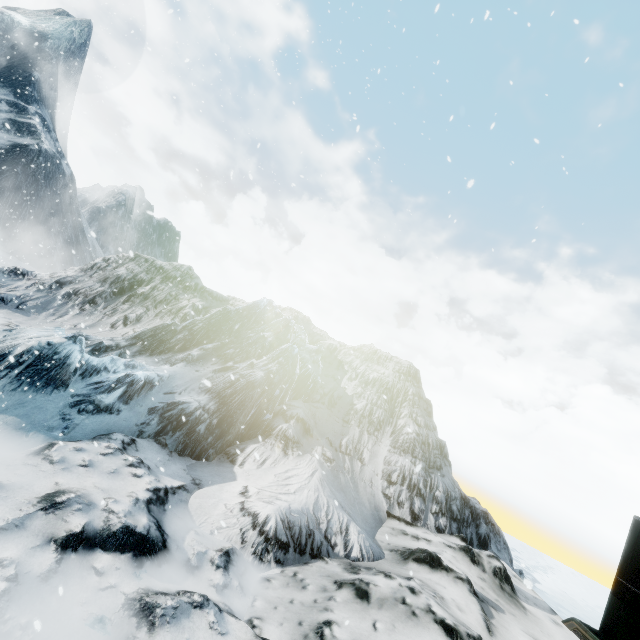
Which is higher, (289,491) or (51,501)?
(289,491)
